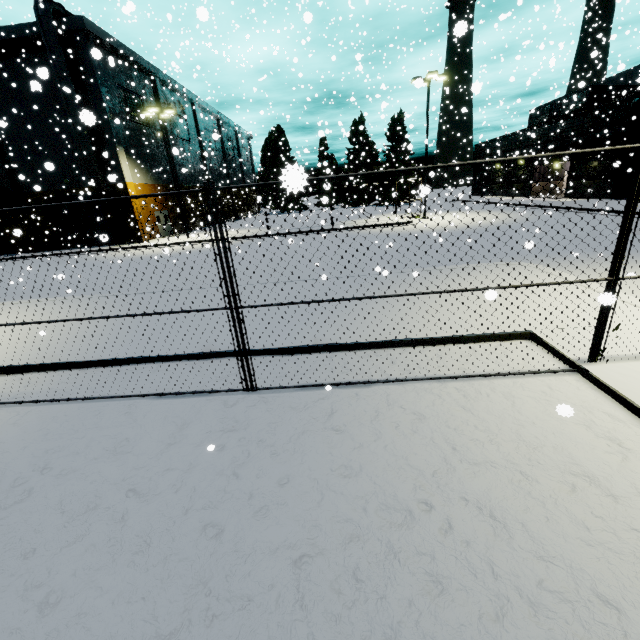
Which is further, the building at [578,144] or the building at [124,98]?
the building at [578,144]

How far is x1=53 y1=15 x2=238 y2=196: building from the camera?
23.2 meters

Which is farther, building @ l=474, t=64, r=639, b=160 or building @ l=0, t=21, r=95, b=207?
building @ l=474, t=64, r=639, b=160

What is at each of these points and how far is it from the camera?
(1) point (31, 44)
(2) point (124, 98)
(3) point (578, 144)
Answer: (1) building, 23.8m
(2) building, 28.2m
(3) building, 30.9m
